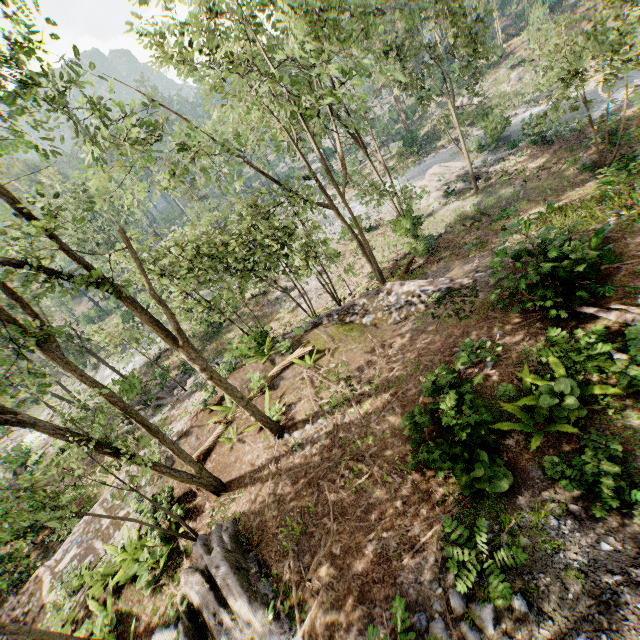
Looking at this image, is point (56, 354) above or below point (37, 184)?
below

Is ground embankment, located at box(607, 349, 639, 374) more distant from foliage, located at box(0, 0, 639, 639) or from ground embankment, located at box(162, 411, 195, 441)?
ground embankment, located at box(162, 411, 195, 441)

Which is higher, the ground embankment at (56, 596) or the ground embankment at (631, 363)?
the ground embankment at (631, 363)

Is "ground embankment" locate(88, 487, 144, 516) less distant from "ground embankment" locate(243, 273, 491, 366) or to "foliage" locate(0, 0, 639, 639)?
"foliage" locate(0, 0, 639, 639)

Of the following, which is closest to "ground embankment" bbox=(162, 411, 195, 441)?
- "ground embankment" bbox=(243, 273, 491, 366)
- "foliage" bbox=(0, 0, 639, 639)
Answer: "foliage" bbox=(0, 0, 639, 639)

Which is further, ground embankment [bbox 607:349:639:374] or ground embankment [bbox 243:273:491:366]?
ground embankment [bbox 243:273:491:366]

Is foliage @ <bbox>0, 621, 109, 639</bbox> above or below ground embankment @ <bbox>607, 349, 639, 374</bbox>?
above

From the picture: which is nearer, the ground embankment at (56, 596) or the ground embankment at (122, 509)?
the ground embankment at (56, 596)
